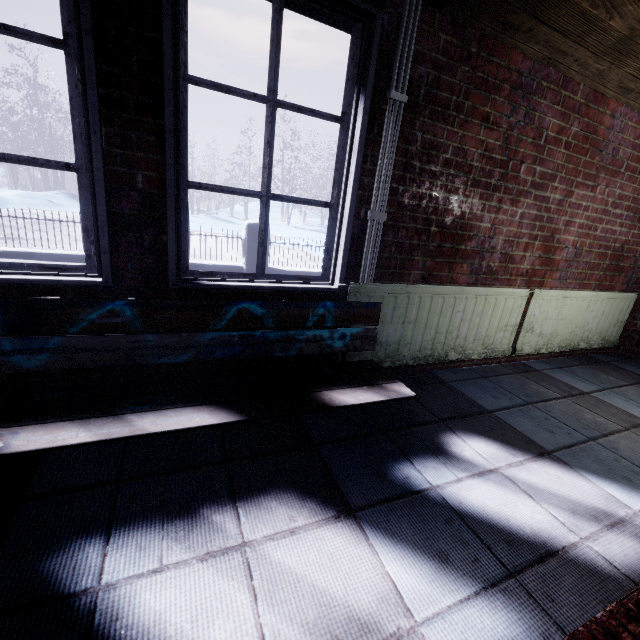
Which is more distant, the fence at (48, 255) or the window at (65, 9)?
the fence at (48, 255)

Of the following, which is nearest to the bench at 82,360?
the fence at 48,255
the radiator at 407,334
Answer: the radiator at 407,334

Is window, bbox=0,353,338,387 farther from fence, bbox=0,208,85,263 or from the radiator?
fence, bbox=0,208,85,263

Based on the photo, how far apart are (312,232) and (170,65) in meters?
16.8

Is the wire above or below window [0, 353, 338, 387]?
above

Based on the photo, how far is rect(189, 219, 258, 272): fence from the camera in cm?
561

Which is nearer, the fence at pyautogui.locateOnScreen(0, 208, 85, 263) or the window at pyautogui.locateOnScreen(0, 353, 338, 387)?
the window at pyautogui.locateOnScreen(0, 353, 338, 387)

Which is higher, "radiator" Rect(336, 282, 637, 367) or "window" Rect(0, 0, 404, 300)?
"window" Rect(0, 0, 404, 300)
